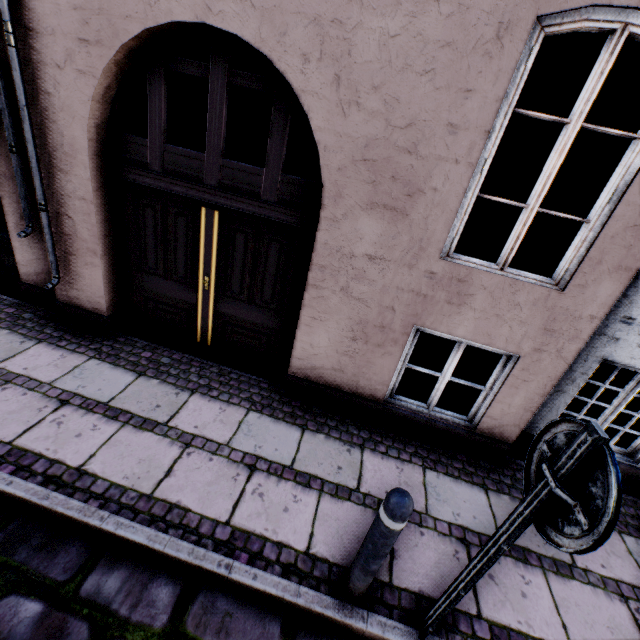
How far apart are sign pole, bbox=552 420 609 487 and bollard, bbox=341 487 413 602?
0.43m

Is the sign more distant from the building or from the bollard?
the building

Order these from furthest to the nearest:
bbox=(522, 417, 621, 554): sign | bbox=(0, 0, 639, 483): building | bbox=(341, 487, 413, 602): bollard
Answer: bbox=(0, 0, 639, 483): building, bbox=(341, 487, 413, 602): bollard, bbox=(522, 417, 621, 554): sign

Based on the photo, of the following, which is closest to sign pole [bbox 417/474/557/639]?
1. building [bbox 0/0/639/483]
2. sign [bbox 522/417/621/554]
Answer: sign [bbox 522/417/621/554]

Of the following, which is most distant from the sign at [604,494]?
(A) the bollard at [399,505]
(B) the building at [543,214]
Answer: (B) the building at [543,214]

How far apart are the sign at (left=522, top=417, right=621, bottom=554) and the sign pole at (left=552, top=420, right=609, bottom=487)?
→ 0.0 meters

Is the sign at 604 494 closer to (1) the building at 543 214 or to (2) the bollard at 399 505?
(2) the bollard at 399 505

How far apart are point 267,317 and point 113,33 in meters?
3.0 m
